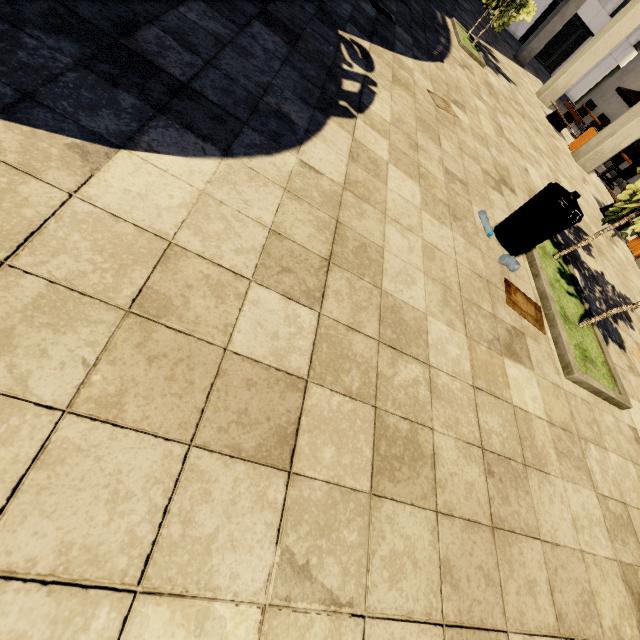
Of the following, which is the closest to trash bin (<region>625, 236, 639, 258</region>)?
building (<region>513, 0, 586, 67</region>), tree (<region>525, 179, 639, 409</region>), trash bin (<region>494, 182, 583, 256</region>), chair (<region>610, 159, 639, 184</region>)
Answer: building (<region>513, 0, 586, 67</region>)

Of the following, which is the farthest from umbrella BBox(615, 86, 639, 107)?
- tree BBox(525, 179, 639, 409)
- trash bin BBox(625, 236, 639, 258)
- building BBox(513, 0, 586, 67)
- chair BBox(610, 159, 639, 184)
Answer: tree BBox(525, 179, 639, 409)

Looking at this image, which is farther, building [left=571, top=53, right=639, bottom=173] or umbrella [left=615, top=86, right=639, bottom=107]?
umbrella [left=615, top=86, right=639, bottom=107]

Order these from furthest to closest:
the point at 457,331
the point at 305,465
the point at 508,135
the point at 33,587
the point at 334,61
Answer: the point at 508,135, the point at 334,61, the point at 457,331, the point at 305,465, the point at 33,587

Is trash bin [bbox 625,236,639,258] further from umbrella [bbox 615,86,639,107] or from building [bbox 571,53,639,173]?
umbrella [bbox 615,86,639,107]

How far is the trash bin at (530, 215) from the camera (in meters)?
3.18

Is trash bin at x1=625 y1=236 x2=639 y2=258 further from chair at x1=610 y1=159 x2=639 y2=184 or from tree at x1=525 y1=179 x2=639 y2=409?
tree at x1=525 y1=179 x2=639 y2=409

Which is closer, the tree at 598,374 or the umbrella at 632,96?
the tree at 598,374
